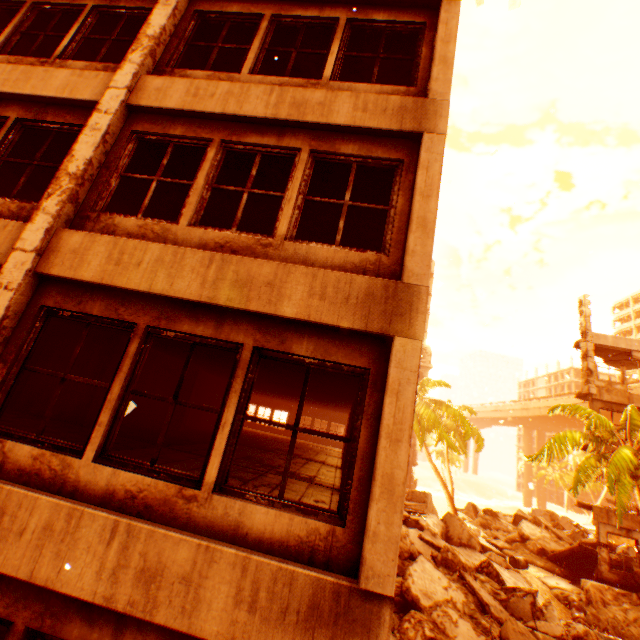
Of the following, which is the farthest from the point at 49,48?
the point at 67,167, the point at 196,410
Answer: the point at 196,410

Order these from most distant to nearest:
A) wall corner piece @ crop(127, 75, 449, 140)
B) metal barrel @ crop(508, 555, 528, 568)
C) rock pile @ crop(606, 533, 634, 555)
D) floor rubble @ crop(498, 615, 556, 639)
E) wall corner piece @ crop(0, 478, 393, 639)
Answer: rock pile @ crop(606, 533, 634, 555) → metal barrel @ crop(508, 555, 528, 568) → floor rubble @ crop(498, 615, 556, 639) → wall corner piece @ crop(127, 75, 449, 140) → wall corner piece @ crop(0, 478, 393, 639)

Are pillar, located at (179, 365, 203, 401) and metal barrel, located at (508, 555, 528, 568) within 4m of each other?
no

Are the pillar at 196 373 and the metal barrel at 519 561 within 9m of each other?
no

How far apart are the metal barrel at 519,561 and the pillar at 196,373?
17.37m

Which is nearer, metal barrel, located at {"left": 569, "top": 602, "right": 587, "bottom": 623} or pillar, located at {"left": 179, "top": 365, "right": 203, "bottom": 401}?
metal barrel, located at {"left": 569, "top": 602, "right": 587, "bottom": 623}

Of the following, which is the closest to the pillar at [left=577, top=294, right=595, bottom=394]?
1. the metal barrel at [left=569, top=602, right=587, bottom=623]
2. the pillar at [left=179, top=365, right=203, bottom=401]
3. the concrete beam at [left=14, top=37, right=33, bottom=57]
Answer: the metal barrel at [left=569, top=602, right=587, bottom=623]

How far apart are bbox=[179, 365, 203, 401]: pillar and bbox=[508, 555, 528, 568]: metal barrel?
17.4m
